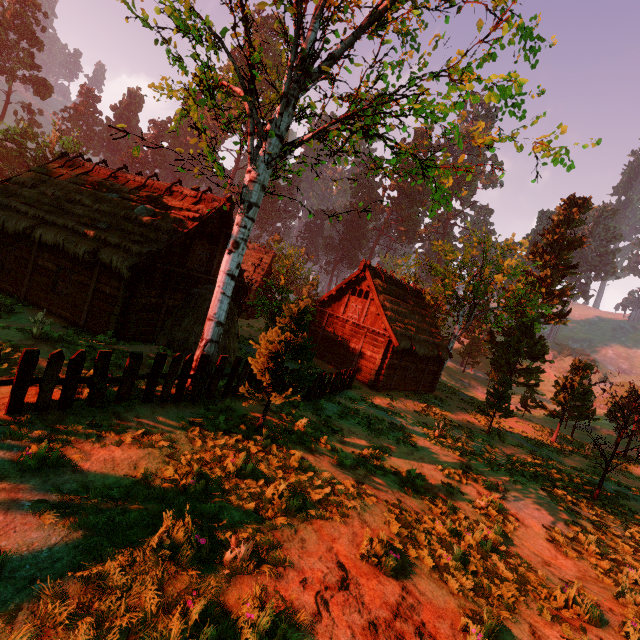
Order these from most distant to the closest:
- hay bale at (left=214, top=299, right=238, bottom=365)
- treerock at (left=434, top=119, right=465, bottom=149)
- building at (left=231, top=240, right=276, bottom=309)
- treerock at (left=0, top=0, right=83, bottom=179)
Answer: treerock at (left=0, top=0, right=83, bottom=179) → building at (left=231, top=240, right=276, bottom=309) → hay bale at (left=214, top=299, right=238, bottom=365) → treerock at (left=434, top=119, right=465, bottom=149)

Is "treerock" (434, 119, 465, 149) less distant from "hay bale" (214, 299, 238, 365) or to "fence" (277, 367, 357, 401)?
"fence" (277, 367, 357, 401)

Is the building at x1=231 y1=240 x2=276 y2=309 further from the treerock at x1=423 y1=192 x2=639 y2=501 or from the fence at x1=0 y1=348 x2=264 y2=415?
the fence at x1=0 y1=348 x2=264 y2=415

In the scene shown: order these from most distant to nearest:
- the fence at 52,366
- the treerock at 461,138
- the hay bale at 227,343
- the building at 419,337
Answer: the building at 419,337 → the hay bale at 227,343 → the treerock at 461,138 → the fence at 52,366

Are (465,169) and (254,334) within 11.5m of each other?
no

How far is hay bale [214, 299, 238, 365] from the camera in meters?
13.5

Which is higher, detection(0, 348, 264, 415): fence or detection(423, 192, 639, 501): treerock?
detection(423, 192, 639, 501): treerock

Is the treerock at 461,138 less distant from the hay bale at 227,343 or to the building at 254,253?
the building at 254,253
